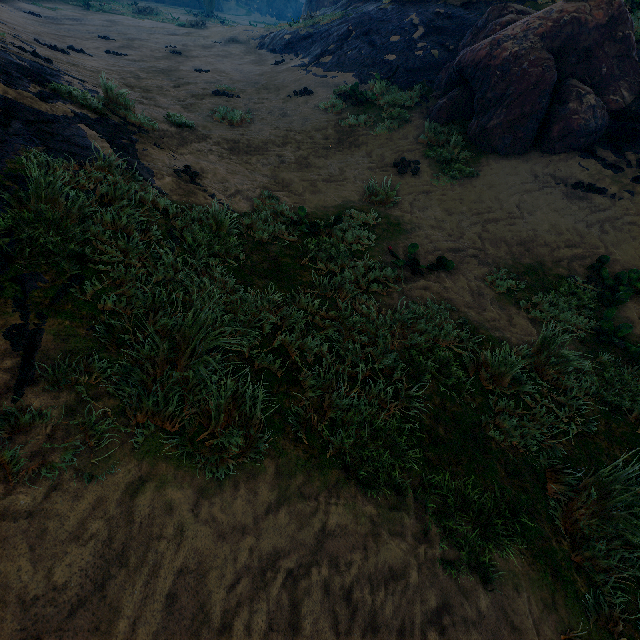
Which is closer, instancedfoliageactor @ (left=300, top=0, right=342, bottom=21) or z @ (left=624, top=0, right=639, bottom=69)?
z @ (left=624, top=0, right=639, bottom=69)

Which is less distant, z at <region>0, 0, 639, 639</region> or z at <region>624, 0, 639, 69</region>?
z at <region>0, 0, 639, 639</region>

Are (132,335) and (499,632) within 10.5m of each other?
yes

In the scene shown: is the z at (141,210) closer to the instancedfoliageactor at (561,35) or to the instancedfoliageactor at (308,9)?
the instancedfoliageactor at (561,35)

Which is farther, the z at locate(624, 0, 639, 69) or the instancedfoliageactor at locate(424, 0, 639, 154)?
the z at locate(624, 0, 639, 69)

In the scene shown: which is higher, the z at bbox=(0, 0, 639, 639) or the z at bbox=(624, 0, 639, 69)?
the z at bbox=(624, 0, 639, 69)

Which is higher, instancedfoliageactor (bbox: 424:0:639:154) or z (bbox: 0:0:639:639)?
instancedfoliageactor (bbox: 424:0:639:154)
